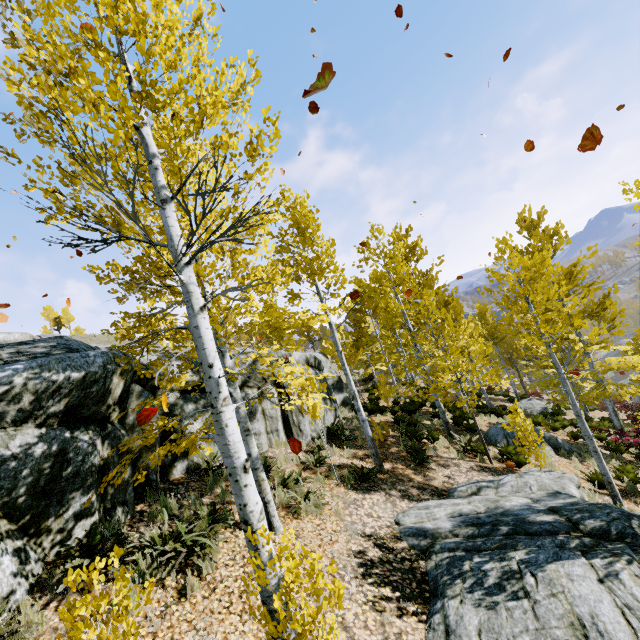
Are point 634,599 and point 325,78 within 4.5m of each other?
no

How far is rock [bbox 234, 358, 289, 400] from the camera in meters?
9.9 m

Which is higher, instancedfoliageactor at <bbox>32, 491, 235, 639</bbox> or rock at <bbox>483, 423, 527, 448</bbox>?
instancedfoliageactor at <bbox>32, 491, 235, 639</bbox>

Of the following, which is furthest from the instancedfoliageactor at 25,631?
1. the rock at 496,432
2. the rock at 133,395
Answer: the rock at 496,432

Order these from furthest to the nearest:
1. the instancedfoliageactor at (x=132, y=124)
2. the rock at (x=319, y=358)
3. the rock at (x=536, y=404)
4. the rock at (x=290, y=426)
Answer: the rock at (x=536, y=404), the rock at (x=319, y=358), the rock at (x=290, y=426), the instancedfoliageactor at (x=132, y=124)

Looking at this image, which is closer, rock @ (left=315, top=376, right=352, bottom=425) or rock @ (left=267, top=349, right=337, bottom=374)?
rock @ (left=267, top=349, right=337, bottom=374)
